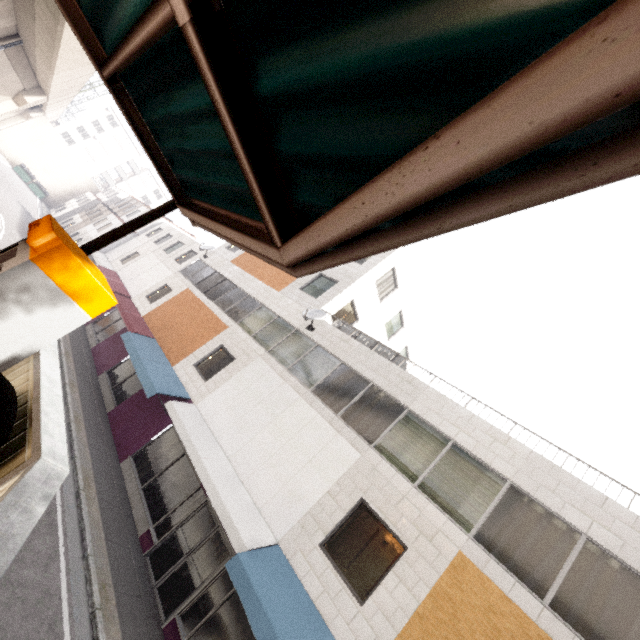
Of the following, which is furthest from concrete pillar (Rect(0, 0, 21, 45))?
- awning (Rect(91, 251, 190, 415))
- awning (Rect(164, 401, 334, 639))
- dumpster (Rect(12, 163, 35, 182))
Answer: dumpster (Rect(12, 163, 35, 182))

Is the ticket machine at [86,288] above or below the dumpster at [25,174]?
above

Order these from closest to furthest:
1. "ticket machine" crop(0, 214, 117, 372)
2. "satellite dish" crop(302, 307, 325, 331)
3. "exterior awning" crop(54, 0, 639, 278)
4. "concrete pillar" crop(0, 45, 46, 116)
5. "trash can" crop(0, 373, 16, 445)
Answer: "exterior awning" crop(54, 0, 639, 278), "trash can" crop(0, 373, 16, 445), "ticket machine" crop(0, 214, 117, 372), "satellite dish" crop(302, 307, 325, 331), "concrete pillar" crop(0, 45, 46, 116)

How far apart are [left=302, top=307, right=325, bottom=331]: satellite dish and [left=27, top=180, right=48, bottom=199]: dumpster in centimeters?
5125cm

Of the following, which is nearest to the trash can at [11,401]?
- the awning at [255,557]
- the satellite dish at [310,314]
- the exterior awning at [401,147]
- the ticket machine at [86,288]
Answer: the ticket machine at [86,288]

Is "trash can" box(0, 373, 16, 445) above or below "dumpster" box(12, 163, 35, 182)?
above

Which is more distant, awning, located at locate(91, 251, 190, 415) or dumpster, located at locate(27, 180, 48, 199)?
dumpster, located at locate(27, 180, 48, 199)

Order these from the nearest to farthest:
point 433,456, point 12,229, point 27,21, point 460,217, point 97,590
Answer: point 460,217, point 97,590, point 433,456, point 27,21, point 12,229
